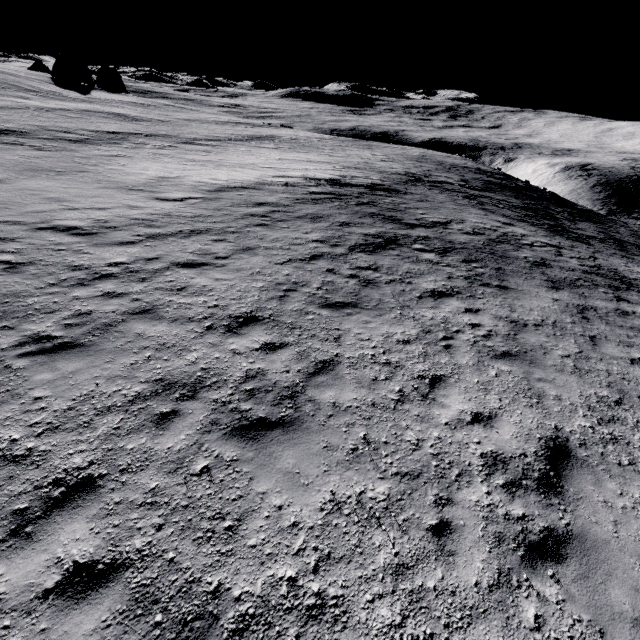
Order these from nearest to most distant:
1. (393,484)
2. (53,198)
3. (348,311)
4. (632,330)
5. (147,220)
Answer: (393,484) → (348,311) → (632,330) → (147,220) → (53,198)
